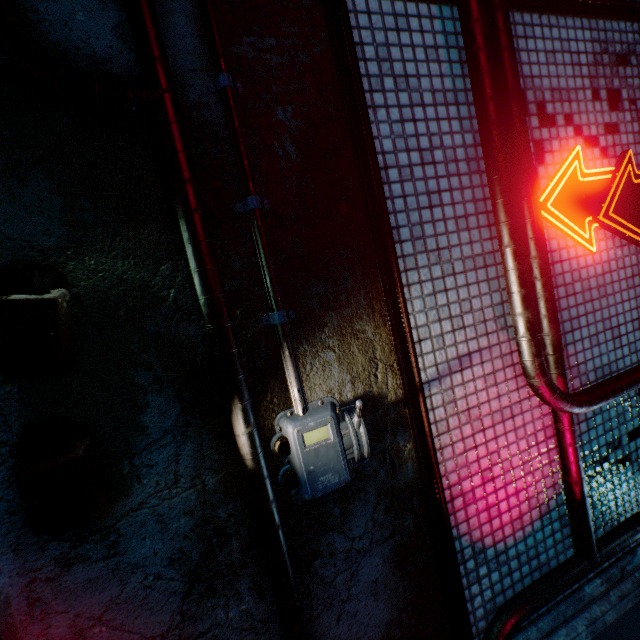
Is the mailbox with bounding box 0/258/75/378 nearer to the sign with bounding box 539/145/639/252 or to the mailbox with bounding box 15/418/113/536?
the mailbox with bounding box 15/418/113/536

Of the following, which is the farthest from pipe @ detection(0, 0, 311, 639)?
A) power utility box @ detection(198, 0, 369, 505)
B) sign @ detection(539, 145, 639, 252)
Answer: sign @ detection(539, 145, 639, 252)

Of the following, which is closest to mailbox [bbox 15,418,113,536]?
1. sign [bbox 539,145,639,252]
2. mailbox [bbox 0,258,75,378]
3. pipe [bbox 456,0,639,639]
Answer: mailbox [bbox 0,258,75,378]

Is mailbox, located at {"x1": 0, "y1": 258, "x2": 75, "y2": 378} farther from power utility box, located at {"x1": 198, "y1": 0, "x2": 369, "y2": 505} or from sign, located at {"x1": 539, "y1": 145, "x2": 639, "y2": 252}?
sign, located at {"x1": 539, "y1": 145, "x2": 639, "y2": 252}

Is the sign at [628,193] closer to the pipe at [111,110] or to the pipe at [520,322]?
the pipe at [520,322]

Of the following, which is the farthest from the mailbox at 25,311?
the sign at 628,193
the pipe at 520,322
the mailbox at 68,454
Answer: the sign at 628,193

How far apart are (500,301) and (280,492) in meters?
1.4

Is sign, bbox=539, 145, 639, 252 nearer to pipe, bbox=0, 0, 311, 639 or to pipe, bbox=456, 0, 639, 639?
pipe, bbox=456, 0, 639, 639
